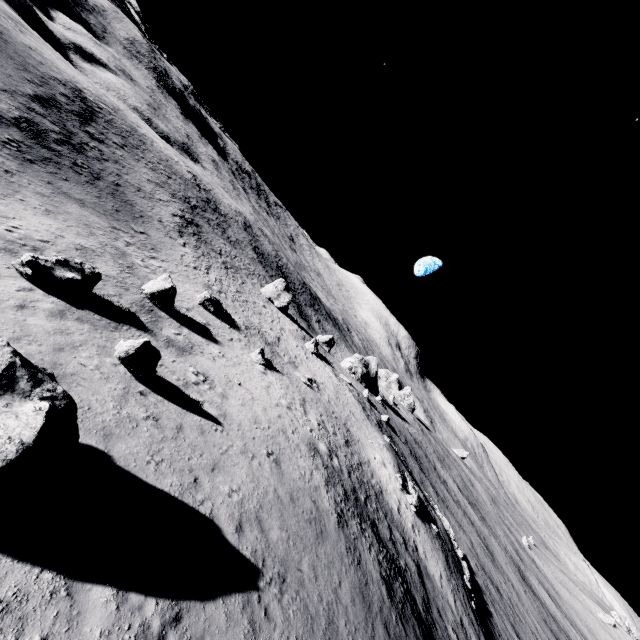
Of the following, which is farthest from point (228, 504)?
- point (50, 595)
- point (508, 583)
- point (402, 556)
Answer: point (508, 583)

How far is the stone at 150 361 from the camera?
12.1 meters

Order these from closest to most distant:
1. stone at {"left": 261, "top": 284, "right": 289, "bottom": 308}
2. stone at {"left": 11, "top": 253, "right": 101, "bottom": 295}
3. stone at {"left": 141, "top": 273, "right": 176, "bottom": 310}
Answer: stone at {"left": 11, "top": 253, "right": 101, "bottom": 295}
stone at {"left": 141, "top": 273, "right": 176, "bottom": 310}
stone at {"left": 261, "top": 284, "right": 289, "bottom": 308}

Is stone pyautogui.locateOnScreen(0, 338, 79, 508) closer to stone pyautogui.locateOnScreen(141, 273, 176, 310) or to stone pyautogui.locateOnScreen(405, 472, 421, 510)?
stone pyautogui.locateOnScreen(141, 273, 176, 310)

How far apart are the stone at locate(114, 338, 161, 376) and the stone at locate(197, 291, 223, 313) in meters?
17.3 m

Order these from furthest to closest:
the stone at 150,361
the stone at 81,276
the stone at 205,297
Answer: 1. the stone at 205,297
2. the stone at 81,276
3. the stone at 150,361

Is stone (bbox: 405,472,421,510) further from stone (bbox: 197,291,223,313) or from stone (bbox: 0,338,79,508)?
stone (bbox: 0,338,79,508)

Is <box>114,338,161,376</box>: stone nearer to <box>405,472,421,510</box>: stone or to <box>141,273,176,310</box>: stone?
<box>141,273,176,310</box>: stone
